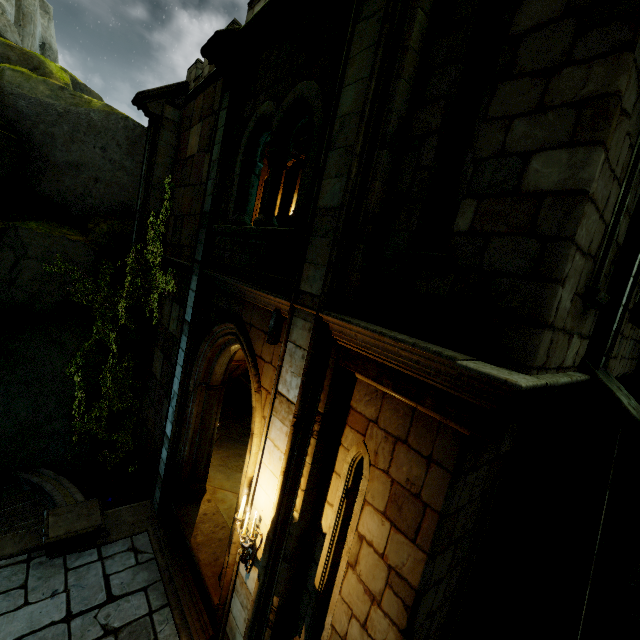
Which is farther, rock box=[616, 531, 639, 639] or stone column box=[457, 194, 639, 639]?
rock box=[616, 531, 639, 639]

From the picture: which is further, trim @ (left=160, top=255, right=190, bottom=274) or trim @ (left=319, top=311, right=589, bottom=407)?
trim @ (left=160, top=255, right=190, bottom=274)

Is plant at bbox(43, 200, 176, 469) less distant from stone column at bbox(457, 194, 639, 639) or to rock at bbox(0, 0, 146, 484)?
rock at bbox(0, 0, 146, 484)

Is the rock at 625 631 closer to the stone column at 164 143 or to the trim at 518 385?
the trim at 518 385

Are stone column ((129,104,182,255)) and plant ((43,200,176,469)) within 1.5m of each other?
yes

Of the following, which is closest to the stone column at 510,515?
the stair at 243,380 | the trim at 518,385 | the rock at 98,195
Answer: the trim at 518,385

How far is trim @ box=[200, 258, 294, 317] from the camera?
4.16m

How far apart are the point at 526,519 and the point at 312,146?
5.10m
